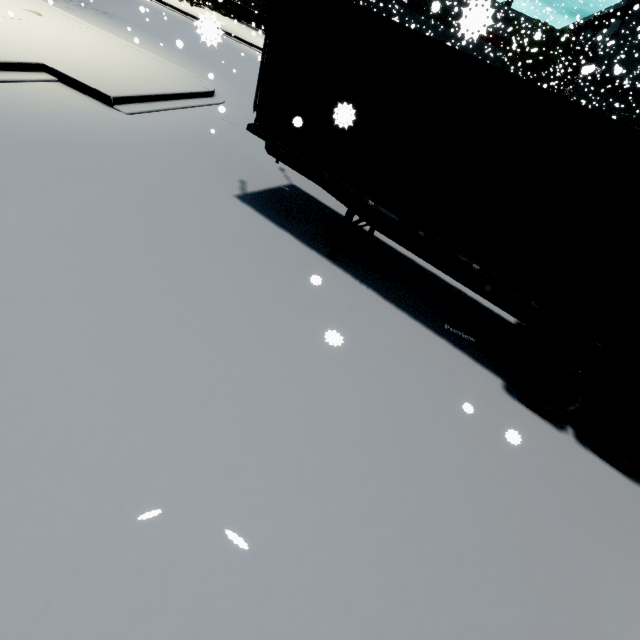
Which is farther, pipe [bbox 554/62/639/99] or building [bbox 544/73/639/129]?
building [bbox 544/73/639/129]

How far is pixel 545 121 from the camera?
4.0 meters

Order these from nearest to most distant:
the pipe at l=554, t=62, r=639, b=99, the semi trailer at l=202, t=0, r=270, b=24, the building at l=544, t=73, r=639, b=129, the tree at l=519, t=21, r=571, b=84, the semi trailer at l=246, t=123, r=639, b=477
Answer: the semi trailer at l=246, t=123, r=639, b=477 → the pipe at l=554, t=62, r=639, b=99 → the building at l=544, t=73, r=639, b=129 → the semi trailer at l=202, t=0, r=270, b=24 → the tree at l=519, t=21, r=571, b=84

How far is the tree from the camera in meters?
36.1

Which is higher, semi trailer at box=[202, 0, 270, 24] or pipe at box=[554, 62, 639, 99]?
pipe at box=[554, 62, 639, 99]

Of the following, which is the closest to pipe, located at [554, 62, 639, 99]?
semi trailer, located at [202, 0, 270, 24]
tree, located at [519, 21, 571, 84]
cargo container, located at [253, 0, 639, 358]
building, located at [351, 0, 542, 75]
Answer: building, located at [351, 0, 542, 75]

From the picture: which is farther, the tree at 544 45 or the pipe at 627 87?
the tree at 544 45

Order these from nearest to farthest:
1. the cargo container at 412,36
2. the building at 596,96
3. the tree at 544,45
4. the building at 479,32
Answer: the building at 479,32
the cargo container at 412,36
the building at 596,96
the tree at 544,45
